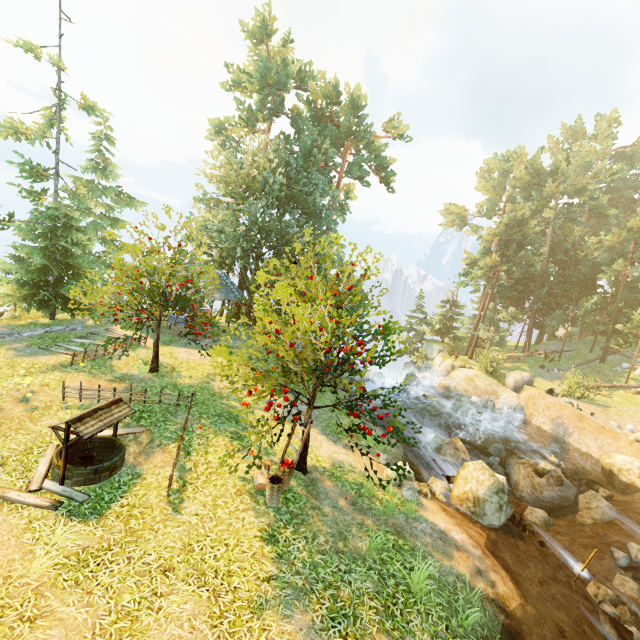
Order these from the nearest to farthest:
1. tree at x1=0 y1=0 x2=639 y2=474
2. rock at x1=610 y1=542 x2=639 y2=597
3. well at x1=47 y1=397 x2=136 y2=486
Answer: well at x1=47 y1=397 x2=136 y2=486 < tree at x1=0 y1=0 x2=639 y2=474 < rock at x1=610 y1=542 x2=639 y2=597

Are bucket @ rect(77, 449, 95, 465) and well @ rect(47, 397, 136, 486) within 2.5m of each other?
yes

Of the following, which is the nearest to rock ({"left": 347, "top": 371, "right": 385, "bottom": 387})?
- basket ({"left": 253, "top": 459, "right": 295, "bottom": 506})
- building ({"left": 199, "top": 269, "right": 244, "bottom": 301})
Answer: building ({"left": 199, "top": 269, "right": 244, "bottom": 301})

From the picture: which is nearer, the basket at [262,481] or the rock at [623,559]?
the basket at [262,481]

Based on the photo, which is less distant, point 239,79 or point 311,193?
point 311,193

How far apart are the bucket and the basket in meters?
4.6 m

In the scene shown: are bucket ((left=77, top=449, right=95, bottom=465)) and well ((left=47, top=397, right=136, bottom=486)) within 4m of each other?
yes

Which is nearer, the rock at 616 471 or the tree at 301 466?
the tree at 301 466
